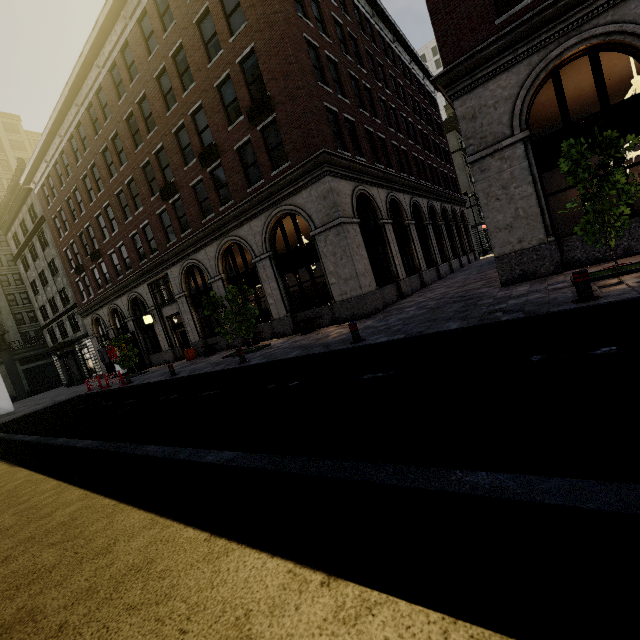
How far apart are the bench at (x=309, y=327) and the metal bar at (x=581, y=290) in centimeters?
957cm

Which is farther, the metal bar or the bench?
the bench

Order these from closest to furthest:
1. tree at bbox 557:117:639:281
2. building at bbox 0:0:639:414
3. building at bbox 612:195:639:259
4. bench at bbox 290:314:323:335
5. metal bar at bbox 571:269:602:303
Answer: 1. metal bar at bbox 571:269:602:303
2. tree at bbox 557:117:639:281
3. building at bbox 612:195:639:259
4. building at bbox 0:0:639:414
5. bench at bbox 290:314:323:335

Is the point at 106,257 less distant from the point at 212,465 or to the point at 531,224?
the point at 212,465

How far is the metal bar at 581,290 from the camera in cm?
580

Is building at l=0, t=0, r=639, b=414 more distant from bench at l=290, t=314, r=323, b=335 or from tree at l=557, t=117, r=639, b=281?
tree at l=557, t=117, r=639, b=281

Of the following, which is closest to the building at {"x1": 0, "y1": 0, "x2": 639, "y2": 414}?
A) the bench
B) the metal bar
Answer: the bench

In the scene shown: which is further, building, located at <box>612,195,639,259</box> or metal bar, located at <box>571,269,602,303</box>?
building, located at <box>612,195,639,259</box>
